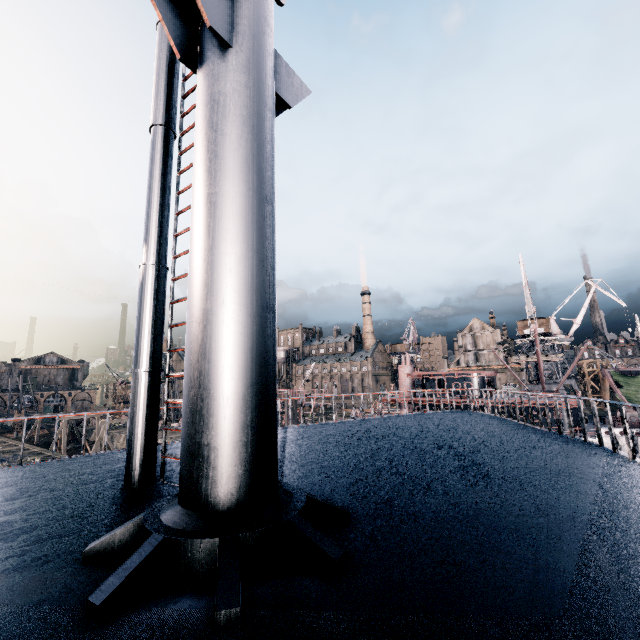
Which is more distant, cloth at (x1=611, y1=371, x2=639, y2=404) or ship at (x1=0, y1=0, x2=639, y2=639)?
cloth at (x1=611, y1=371, x2=639, y2=404)

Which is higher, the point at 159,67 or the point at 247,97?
the point at 159,67

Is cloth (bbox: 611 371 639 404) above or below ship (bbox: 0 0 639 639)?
below

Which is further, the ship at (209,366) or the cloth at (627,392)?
the cloth at (627,392)

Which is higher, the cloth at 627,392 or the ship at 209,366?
the ship at 209,366
